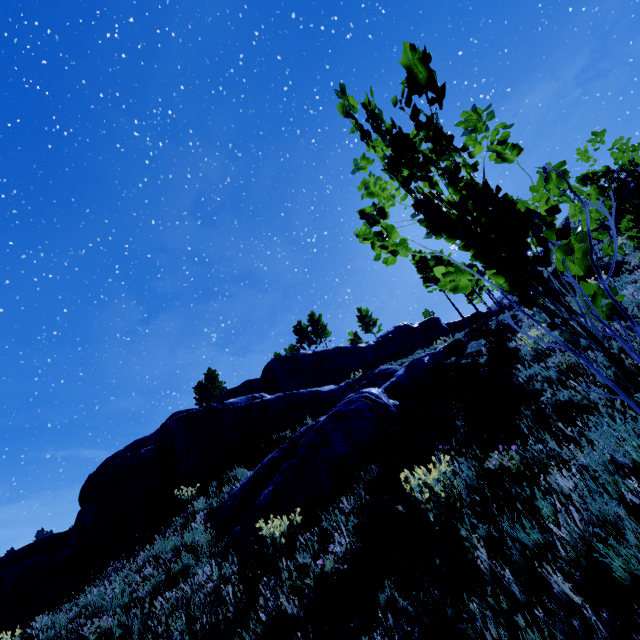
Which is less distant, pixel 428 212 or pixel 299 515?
pixel 428 212

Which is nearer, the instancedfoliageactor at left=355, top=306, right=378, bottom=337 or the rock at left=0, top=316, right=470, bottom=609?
the rock at left=0, top=316, right=470, bottom=609

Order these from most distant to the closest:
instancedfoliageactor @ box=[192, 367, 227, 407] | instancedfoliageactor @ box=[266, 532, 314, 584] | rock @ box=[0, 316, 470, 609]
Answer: instancedfoliageactor @ box=[192, 367, 227, 407], rock @ box=[0, 316, 470, 609], instancedfoliageactor @ box=[266, 532, 314, 584]

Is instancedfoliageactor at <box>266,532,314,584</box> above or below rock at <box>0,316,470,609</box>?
below

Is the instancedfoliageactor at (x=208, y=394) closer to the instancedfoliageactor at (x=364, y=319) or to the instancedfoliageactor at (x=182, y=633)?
the instancedfoliageactor at (x=364, y=319)

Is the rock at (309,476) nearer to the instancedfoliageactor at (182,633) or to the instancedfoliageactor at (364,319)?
the instancedfoliageactor at (182,633)

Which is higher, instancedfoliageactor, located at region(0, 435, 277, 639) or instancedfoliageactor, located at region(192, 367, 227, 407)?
instancedfoliageactor, located at region(192, 367, 227, 407)

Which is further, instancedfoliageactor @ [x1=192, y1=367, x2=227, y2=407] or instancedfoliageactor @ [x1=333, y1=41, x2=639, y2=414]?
instancedfoliageactor @ [x1=192, y1=367, x2=227, y2=407]
